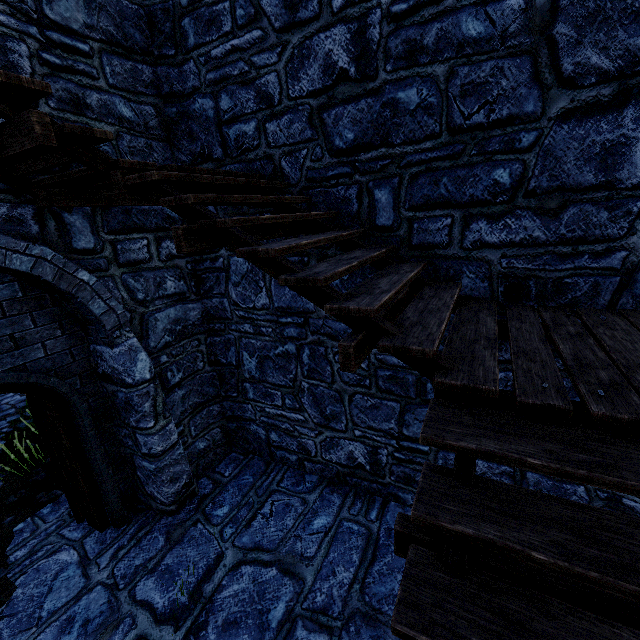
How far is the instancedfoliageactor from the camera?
5.3m

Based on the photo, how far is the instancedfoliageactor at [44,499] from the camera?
5.3 meters

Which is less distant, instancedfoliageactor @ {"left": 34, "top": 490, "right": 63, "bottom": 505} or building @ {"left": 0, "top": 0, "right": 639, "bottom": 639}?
building @ {"left": 0, "top": 0, "right": 639, "bottom": 639}

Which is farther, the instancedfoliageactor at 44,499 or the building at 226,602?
the instancedfoliageactor at 44,499

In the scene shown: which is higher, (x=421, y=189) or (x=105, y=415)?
(x=421, y=189)
